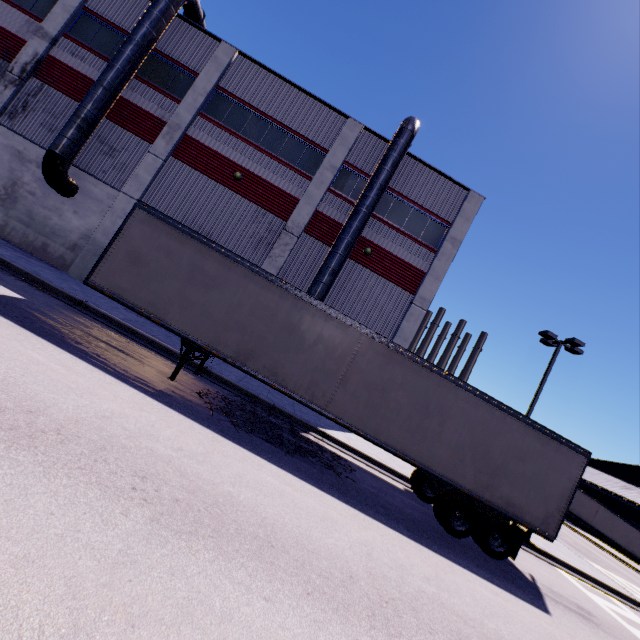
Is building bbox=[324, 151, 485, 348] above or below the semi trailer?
above

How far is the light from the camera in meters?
17.4

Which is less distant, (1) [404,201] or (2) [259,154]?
(2) [259,154]

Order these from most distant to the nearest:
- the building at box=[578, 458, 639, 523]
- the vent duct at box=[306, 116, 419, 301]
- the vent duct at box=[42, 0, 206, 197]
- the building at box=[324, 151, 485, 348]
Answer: the building at box=[578, 458, 639, 523] → the building at box=[324, 151, 485, 348] → the vent duct at box=[306, 116, 419, 301] → the vent duct at box=[42, 0, 206, 197]

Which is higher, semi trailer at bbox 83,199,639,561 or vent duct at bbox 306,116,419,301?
vent duct at bbox 306,116,419,301

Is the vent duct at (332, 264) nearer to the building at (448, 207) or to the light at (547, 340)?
the building at (448, 207)

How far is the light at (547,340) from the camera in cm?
1740

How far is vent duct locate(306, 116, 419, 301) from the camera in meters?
15.4
